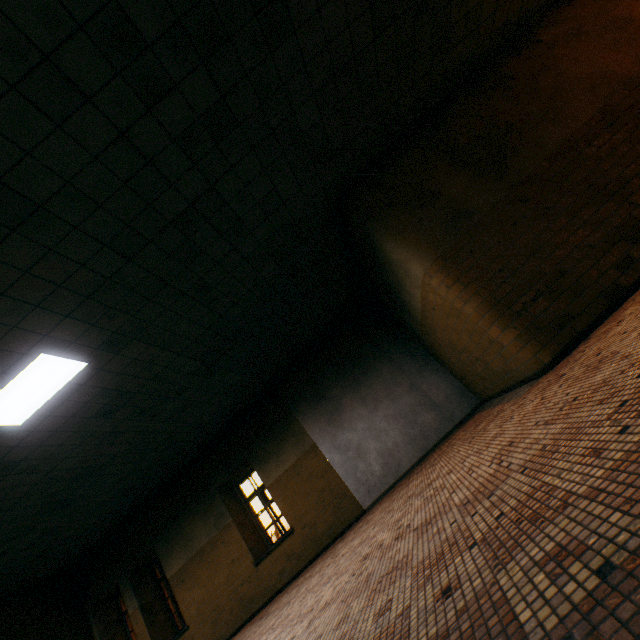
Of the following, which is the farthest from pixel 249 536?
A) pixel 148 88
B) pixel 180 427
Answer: pixel 148 88
